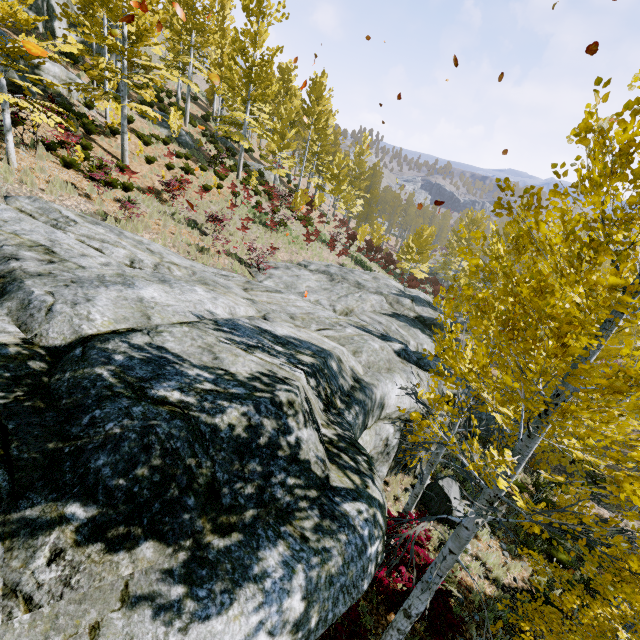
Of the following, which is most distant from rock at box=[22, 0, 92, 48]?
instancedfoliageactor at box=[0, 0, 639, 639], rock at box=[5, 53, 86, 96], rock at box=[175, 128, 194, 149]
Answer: rock at box=[175, 128, 194, 149]

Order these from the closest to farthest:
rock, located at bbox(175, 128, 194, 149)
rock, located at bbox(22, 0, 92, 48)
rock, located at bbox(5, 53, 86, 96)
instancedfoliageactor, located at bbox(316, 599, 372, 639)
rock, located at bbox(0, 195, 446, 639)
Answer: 1. rock, located at bbox(0, 195, 446, 639)
2. instancedfoliageactor, located at bbox(316, 599, 372, 639)
3. rock, located at bbox(5, 53, 86, 96)
4. rock, located at bbox(22, 0, 92, 48)
5. rock, located at bbox(175, 128, 194, 149)

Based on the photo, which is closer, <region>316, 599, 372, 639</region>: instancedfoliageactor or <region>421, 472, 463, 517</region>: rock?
<region>316, 599, 372, 639</region>: instancedfoliageactor

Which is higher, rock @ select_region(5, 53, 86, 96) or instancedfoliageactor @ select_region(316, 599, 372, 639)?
rock @ select_region(5, 53, 86, 96)

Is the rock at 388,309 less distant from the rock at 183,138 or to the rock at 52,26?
the rock at 52,26

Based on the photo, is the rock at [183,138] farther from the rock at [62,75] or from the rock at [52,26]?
the rock at [52,26]

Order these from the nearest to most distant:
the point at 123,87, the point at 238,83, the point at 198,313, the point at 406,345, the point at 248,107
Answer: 1. the point at 198,313
2. the point at 406,345
3. the point at 123,87
4. the point at 238,83
5. the point at 248,107

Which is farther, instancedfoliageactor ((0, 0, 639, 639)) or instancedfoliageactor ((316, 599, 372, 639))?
instancedfoliageactor ((316, 599, 372, 639))
